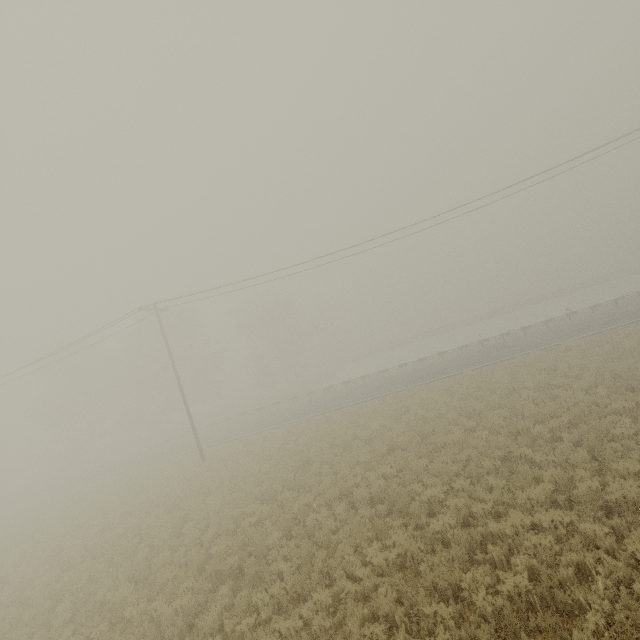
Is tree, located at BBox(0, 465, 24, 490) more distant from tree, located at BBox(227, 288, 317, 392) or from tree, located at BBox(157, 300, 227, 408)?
tree, located at BBox(227, 288, 317, 392)

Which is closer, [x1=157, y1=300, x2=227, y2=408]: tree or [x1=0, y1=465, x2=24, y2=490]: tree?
[x1=157, y1=300, x2=227, y2=408]: tree

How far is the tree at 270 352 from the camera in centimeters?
5034cm

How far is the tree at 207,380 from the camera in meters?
45.0

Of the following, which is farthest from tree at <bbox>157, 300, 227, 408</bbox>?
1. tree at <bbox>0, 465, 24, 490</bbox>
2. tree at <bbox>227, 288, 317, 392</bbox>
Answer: tree at <bbox>0, 465, 24, 490</bbox>

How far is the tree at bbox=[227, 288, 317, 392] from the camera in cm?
5034

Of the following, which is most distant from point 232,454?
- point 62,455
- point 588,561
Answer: point 62,455
